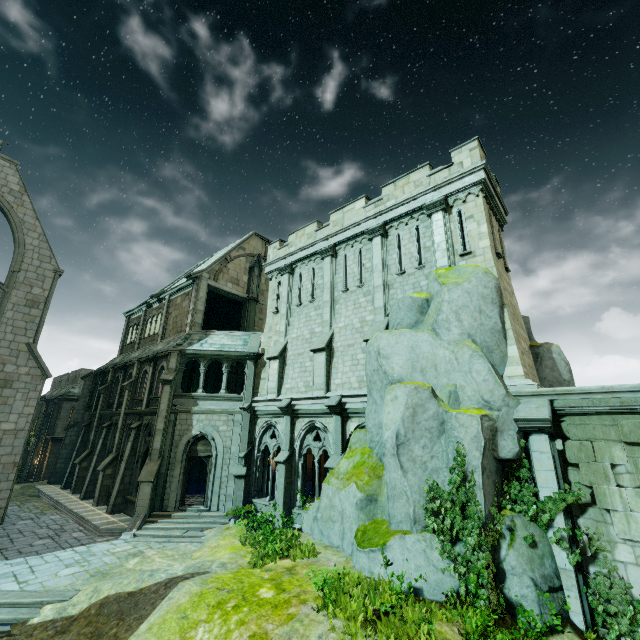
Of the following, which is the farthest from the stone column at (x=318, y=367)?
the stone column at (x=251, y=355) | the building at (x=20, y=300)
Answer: the building at (x=20, y=300)

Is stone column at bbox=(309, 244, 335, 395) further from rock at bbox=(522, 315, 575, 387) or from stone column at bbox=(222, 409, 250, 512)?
stone column at bbox=(222, 409, 250, 512)

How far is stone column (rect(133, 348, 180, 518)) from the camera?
16.3m

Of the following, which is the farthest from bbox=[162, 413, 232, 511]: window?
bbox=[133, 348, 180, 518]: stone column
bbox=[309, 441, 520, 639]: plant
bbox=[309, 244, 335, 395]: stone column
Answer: bbox=[309, 441, 520, 639]: plant

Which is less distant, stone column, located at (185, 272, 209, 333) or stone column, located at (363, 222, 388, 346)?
stone column, located at (363, 222, 388, 346)

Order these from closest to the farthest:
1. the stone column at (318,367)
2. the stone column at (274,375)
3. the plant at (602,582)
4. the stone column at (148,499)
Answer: the plant at (602,582) → the stone column at (318,367) → the stone column at (148,499) → the stone column at (274,375)

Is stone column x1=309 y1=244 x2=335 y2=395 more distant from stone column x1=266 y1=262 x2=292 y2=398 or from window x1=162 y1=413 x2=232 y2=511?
window x1=162 y1=413 x2=232 y2=511

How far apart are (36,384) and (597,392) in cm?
2580
